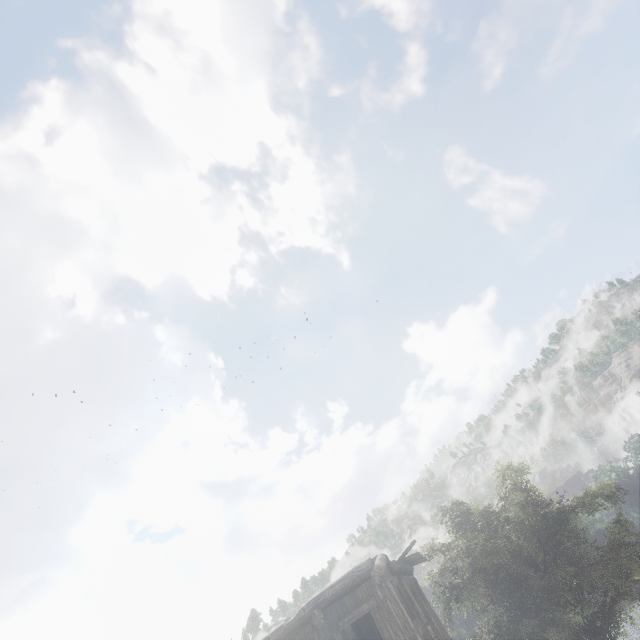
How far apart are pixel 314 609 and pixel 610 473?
62.5 meters
